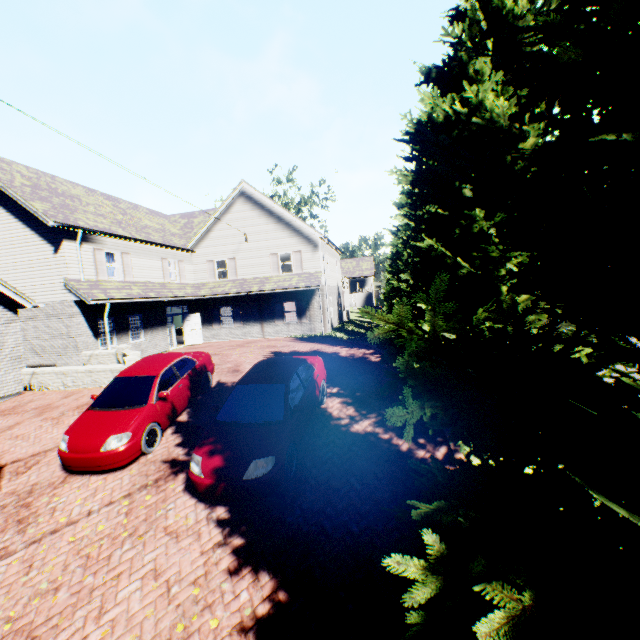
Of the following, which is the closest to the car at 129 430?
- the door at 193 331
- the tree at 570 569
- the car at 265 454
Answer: the car at 265 454

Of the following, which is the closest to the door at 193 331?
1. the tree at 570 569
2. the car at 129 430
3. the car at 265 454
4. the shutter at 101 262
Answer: the shutter at 101 262

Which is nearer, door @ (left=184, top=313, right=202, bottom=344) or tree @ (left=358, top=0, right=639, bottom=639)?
tree @ (left=358, top=0, right=639, bottom=639)

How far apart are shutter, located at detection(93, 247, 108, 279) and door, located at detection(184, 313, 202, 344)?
6.5m

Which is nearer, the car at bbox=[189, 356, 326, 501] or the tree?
the tree

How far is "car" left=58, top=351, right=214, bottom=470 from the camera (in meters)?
7.07

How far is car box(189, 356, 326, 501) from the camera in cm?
573

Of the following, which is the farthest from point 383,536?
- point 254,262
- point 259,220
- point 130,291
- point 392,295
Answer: point 259,220
